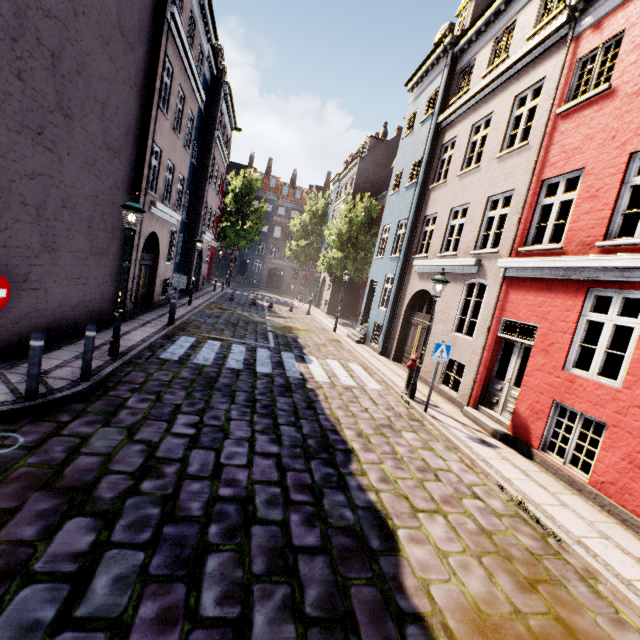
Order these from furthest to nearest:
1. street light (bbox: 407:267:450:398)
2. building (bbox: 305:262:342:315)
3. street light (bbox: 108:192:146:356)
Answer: building (bbox: 305:262:342:315) → street light (bbox: 407:267:450:398) → street light (bbox: 108:192:146:356)

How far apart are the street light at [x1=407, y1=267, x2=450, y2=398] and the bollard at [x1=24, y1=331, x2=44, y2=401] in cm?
843

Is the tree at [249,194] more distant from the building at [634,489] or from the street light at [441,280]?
the street light at [441,280]

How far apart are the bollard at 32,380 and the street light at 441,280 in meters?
8.4 m

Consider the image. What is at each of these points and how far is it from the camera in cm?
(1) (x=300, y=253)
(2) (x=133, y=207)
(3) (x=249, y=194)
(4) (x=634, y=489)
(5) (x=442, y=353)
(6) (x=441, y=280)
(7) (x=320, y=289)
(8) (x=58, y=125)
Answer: (1) tree, 3756
(2) street light, 718
(3) tree, 3644
(4) building, 521
(5) sign, 829
(6) street light, 887
(7) building, 3366
(8) building, 691

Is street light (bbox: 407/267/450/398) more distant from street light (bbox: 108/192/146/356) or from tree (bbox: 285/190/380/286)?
tree (bbox: 285/190/380/286)

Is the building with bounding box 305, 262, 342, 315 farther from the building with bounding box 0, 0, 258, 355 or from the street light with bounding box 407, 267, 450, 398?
the building with bounding box 0, 0, 258, 355

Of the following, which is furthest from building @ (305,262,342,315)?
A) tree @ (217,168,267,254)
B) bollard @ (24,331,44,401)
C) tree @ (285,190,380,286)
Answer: bollard @ (24,331,44,401)
